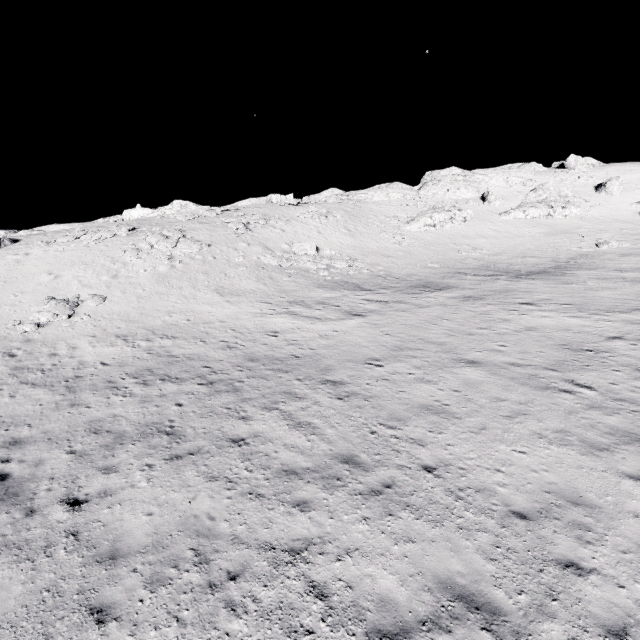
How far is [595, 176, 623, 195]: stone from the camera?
49.3m

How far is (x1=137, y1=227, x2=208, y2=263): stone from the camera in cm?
3033

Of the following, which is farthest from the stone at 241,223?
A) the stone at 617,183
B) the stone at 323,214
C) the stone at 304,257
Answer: the stone at 617,183

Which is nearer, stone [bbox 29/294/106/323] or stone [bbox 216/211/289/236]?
stone [bbox 29/294/106/323]

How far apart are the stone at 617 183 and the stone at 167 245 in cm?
6008

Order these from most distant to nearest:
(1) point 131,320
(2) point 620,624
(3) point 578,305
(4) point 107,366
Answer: (1) point 131,320 < (3) point 578,305 < (4) point 107,366 < (2) point 620,624

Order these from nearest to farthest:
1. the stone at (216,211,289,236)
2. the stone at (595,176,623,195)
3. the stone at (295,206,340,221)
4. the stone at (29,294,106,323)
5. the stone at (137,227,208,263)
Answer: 1. the stone at (29,294,106,323)
2. the stone at (137,227,208,263)
3. the stone at (216,211,289,236)
4. the stone at (295,206,340,221)
5. the stone at (595,176,623,195)

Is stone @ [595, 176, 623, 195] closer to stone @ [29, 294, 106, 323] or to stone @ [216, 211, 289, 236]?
stone @ [216, 211, 289, 236]
